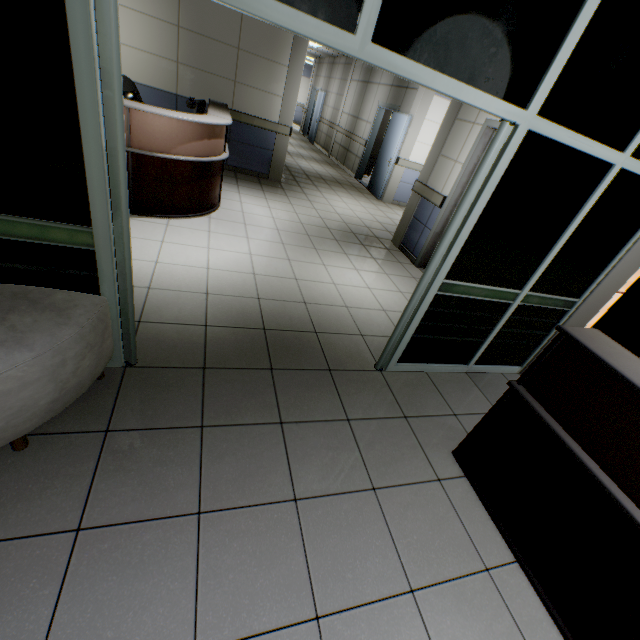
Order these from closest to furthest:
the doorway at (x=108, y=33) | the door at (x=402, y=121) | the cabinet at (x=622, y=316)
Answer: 1. the doorway at (x=108, y=33)
2. the cabinet at (x=622, y=316)
3. the door at (x=402, y=121)

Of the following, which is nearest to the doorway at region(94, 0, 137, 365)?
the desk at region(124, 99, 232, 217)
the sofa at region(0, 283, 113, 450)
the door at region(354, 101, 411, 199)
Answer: the sofa at region(0, 283, 113, 450)

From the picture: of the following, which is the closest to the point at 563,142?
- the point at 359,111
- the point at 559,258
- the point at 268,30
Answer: the point at 559,258

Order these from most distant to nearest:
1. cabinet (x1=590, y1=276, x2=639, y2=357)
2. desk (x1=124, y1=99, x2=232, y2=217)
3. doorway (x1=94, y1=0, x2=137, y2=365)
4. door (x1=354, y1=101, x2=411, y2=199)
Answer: door (x1=354, y1=101, x2=411, y2=199) → desk (x1=124, y1=99, x2=232, y2=217) → cabinet (x1=590, y1=276, x2=639, y2=357) → doorway (x1=94, y1=0, x2=137, y2=365)

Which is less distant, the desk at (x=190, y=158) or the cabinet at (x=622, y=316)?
the cabinet at (x=622, y=316)

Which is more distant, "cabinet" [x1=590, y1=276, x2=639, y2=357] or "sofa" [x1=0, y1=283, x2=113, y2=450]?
"cabinet" [x1=590, y1=276, x2=639, y2=357]

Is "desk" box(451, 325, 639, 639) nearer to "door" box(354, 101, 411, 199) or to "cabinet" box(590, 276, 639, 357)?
"cabinet" box(590, 276, 639, 357)

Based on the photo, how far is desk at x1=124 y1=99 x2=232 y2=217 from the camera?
3.5 meters
